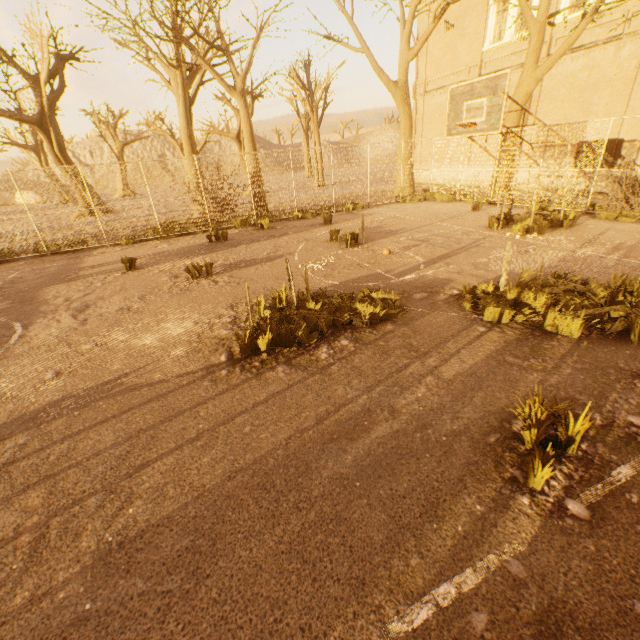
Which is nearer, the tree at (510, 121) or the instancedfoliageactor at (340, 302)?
the instancedfoliageactor at (340, 302)

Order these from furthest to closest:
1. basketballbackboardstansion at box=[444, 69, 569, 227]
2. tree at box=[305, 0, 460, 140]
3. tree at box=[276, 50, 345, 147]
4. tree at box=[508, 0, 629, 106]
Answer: tree at box=[276, 50, 345, 147] → tree at box=[305, 0, 460, 140] → tree at box=[508, 0, 629, 106] → basketballbackboardstansion at box=[444, 69, 569, 227]

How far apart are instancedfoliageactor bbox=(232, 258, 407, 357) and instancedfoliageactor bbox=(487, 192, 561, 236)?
7.8 meters

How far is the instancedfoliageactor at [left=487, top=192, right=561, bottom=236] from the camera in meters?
9.5 m

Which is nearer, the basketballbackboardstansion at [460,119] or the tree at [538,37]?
the basketballbackboardstansion at [460,119]

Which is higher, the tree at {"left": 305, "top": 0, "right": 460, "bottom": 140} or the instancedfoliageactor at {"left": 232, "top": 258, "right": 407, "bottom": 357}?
the tree at {"left": 305, "top": 0, "right": 460, "bottom": 140}

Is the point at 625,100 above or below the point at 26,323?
above

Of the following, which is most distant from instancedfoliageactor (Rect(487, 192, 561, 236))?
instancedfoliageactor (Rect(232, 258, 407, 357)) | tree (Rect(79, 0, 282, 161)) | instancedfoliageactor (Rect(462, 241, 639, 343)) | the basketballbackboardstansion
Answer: instancedfoliageactor (Rect(232, 258, 407, 357))
